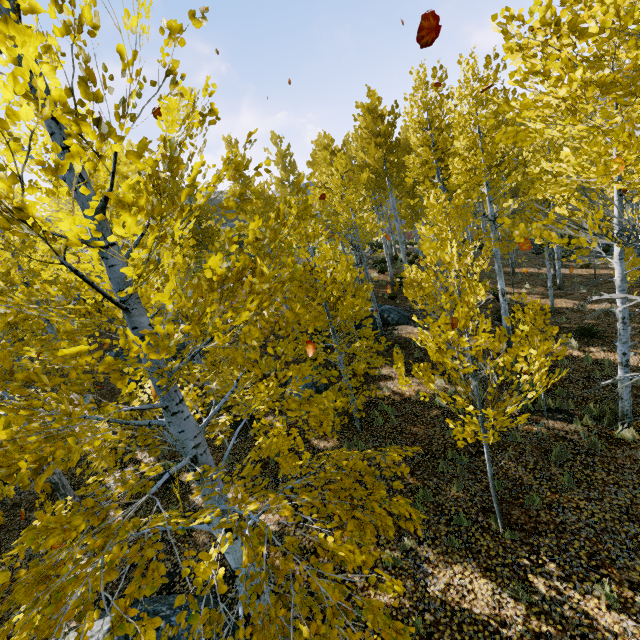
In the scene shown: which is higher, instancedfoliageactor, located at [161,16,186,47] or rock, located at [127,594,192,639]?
instancedfoliageactor, located at [161,16,186,47]

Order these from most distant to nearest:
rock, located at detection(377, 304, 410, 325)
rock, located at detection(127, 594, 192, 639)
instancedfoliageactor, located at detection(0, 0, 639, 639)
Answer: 1. rock, located at detection(377, 304, 410, 325)
2. rock, located at detection(127, 594, 192, 639)
3. instancedfoliageactor, located at detection(0, 0, 639, 639)

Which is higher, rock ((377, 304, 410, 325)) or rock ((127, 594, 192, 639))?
rock ((377, 304, 410, 325))

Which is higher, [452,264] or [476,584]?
[452,264]

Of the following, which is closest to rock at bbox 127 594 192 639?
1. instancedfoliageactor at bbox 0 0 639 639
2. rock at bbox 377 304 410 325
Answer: instancedfoliageactor at bbox 0 0 639 639

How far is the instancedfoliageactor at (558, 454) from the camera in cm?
720
